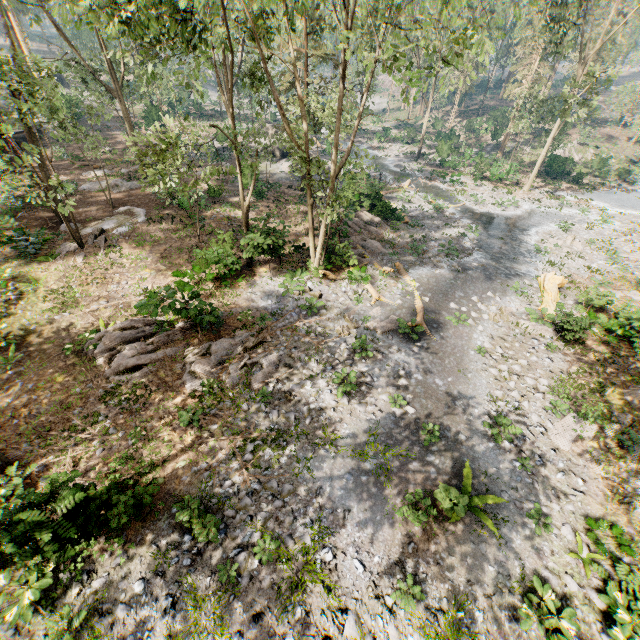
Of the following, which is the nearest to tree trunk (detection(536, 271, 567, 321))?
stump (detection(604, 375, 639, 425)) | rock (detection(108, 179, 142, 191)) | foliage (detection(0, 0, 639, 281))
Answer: foliage (detection(0, 0, 639, 281))

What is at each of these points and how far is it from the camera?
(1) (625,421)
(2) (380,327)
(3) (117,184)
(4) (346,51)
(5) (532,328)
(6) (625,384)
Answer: (1) foliage, 12.68m
(2) foliage, 16.23m
(3) rock, 25.61m
(4) foliage, 10.16m
(5) foliage, 16.83m
(6) stump, 14.33m

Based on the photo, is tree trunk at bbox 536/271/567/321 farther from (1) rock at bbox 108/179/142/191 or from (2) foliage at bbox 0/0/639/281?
(1) rock at bbox 108/179/142/191

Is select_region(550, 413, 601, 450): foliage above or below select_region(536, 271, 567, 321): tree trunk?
below

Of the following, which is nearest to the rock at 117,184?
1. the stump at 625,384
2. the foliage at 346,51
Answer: the foliage at 346,51

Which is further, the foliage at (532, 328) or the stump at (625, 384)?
the foliage at (532, 328)

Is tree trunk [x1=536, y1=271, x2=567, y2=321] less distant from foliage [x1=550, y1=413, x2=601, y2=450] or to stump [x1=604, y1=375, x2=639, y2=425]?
foliage [x1=550, y1=413, x2=601, y2=450]

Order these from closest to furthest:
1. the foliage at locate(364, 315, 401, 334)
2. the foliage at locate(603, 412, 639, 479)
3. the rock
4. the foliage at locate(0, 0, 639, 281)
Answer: the foliage at locate(0, 0, 639, 281) < the foliage at locate(603, 412, 639, 479) < the foliage at locate(364, 315, 401, 334) < the rock
